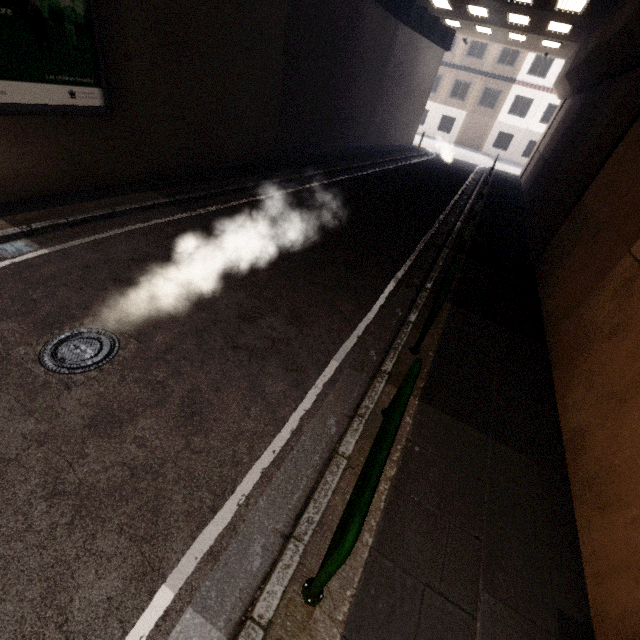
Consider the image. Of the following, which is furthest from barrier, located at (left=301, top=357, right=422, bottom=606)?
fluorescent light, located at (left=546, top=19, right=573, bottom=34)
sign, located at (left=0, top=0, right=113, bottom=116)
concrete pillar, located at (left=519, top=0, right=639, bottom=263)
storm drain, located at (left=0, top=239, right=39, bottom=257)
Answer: fluorescent light, located at (left=546, top=19, right=573, bottom=34)

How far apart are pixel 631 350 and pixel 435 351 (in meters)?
2.33

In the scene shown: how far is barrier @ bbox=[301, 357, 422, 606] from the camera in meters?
1.9 m

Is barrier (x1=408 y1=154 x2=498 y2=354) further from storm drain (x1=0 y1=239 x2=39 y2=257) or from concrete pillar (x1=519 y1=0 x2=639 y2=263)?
storm drain (x1=0 y1=239 x2=39 y2=257)

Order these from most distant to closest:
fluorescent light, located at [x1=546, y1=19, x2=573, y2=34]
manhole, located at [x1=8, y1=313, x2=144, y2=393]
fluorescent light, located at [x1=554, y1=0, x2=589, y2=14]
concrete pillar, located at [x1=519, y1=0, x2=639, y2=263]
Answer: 1. fluorescent light, located at [x1=546, y1=19, x2=573, y2=34]
2. fluorescent light, located at [x1=554, y1=0, x2=589, y2=14]
3. concrete pillar, located at [x1=519, y1=0, x2=639, y2=263]
4. manhole, located at [x1=8, y1=313, x2=144, y2=393]

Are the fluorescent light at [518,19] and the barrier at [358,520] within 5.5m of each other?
no

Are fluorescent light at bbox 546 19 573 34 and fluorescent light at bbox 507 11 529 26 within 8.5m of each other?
yes

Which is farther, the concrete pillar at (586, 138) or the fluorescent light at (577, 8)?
the fluorescent light at (577, 8)
